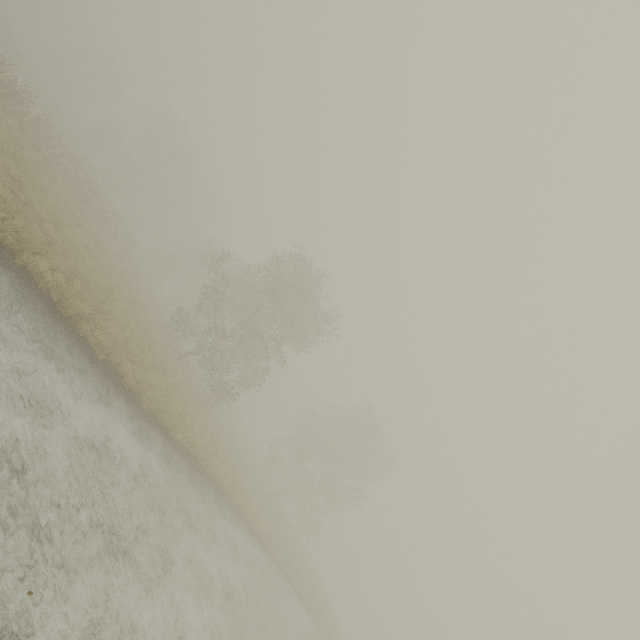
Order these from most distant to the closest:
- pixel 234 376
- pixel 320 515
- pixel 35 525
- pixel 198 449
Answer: pixel 234 376, pixel 320 515, pixel 198 449, pixel 35 525
